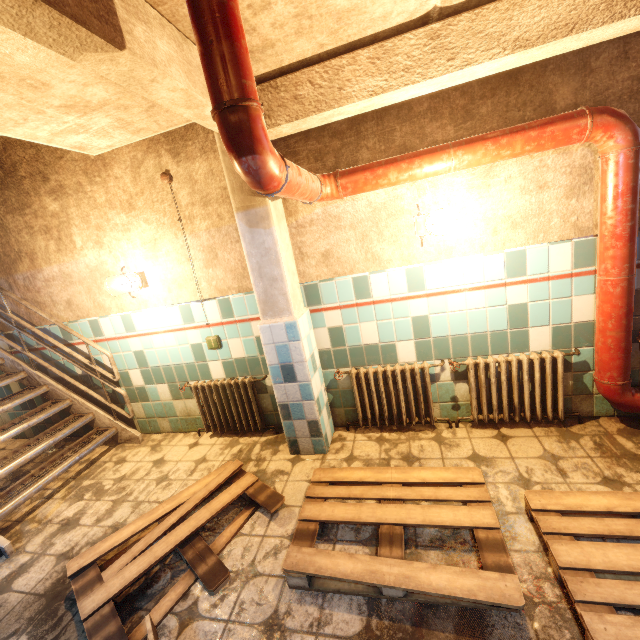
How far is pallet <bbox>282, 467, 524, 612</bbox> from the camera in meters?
1.6

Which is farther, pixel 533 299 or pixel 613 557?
pixel 533 299

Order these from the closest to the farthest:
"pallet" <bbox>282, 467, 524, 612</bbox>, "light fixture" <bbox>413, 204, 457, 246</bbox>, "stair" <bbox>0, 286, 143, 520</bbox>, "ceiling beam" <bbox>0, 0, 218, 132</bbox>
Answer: "ceiling beam" <bbox>0, 0, 218, 132</bbox> < "pallet" <bbox>282, 467, 524, 612</bbox> < "light fixture" <bbox>413, 204, 457, 246</bbox> < "stair" <bbox>0, 286, 143, 520</bbox>

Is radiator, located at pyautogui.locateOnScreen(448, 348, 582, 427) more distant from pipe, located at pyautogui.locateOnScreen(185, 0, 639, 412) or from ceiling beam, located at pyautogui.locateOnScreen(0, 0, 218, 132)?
ceiling beam, located at pyautogui.locateOnScreen(0, 0, 218, 132)

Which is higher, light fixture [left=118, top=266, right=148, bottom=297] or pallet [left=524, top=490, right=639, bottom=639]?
light fixture [left=118, top=266, right=148, bottom=297]

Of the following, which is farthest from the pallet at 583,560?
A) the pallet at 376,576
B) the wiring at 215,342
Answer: the wiring at 215,342

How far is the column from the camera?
2.4 meters

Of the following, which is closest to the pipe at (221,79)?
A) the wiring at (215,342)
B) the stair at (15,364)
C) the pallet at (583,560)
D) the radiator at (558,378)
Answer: the radiator at (558,378)
